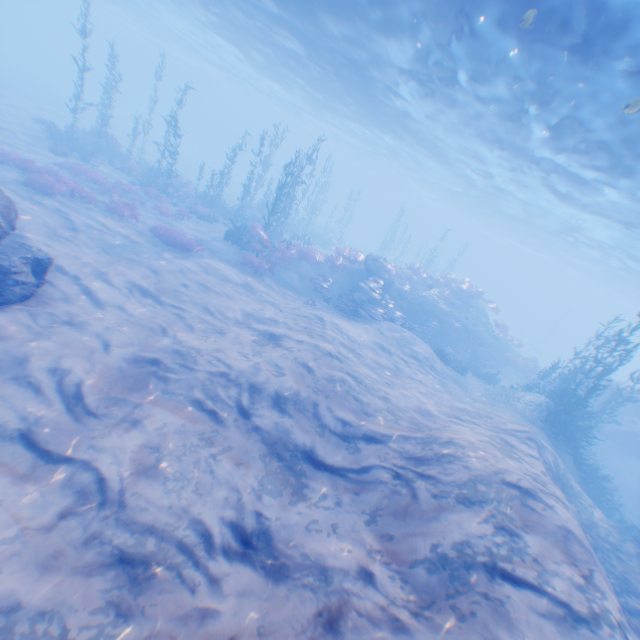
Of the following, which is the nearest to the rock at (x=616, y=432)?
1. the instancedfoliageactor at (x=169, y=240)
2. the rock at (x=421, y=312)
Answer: the rock at (x=421, y=312)

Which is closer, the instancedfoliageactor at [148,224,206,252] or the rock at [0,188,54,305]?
the rock at [0,188,54,305]

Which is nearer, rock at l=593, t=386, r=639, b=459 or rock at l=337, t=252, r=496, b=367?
rock at l=593, t=386, r=639, b=459

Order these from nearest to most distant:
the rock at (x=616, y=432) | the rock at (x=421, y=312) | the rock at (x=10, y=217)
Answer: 1. the rock at (x=10, y=217)
2. the rock at (x=616, y=432)
3. the rock at (x=421, y=312)

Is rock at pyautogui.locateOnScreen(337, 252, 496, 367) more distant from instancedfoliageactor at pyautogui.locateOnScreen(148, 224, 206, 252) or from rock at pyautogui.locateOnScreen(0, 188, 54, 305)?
instancedfoliageactor at pyautogui.locateOnScreen(148, 224, 206, 252)

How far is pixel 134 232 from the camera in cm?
1553

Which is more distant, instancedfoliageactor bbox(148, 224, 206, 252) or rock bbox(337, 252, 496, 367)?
rock bbox(337, 252, 496, 367)
